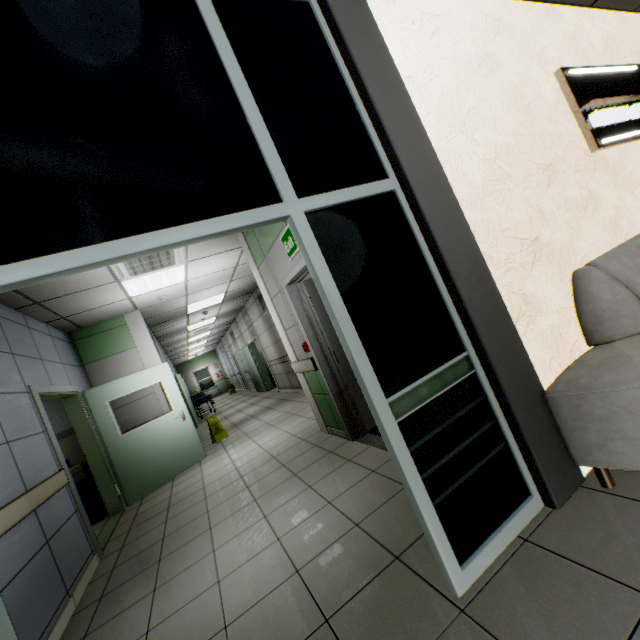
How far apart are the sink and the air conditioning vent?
3.11m

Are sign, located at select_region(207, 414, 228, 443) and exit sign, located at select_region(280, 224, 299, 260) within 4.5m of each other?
no

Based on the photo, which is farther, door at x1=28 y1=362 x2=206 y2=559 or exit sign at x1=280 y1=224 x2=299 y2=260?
door at x1=28 y1=362 x2=206 y2=559

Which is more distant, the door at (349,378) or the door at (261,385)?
the door at (261,385)

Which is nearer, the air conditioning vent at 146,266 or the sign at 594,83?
the sign at 594,83

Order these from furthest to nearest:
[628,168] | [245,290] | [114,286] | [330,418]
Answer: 1. [245,290]
2. [114,286]
3. [330,418]
4. [628,168]

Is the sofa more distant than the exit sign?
No

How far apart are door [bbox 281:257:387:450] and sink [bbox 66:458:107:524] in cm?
440
